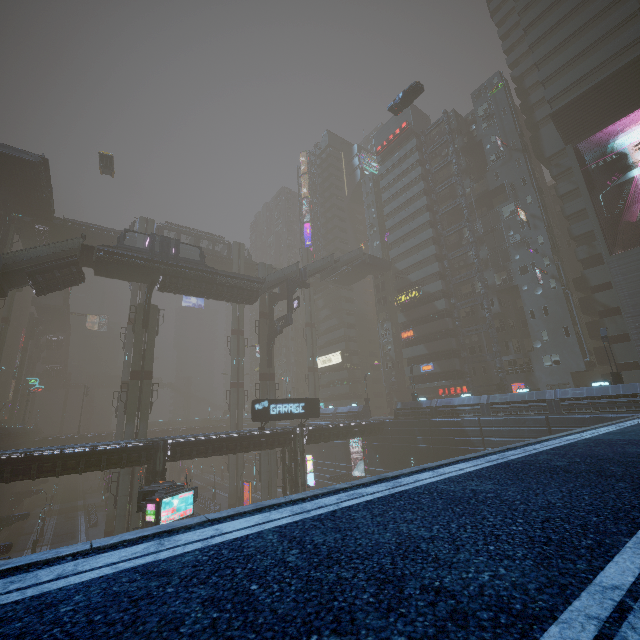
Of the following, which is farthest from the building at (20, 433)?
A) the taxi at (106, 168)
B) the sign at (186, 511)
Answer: the taxi at (106, 168)

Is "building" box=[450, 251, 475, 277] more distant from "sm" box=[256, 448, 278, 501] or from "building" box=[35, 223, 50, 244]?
"building" box=[35, 223, 50, 244]

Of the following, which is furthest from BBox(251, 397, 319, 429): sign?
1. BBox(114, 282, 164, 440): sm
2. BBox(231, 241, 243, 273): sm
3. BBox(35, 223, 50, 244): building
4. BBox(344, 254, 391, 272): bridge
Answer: BBox(35, 223, 50, 244): building

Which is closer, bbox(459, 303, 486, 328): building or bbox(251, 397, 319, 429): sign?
bbox(251, 397, 319, 429): sign

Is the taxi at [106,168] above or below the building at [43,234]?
above

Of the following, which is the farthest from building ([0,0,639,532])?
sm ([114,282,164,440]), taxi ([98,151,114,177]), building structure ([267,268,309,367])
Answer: taxi ([98,151,114,177])

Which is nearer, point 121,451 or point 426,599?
point 426,599

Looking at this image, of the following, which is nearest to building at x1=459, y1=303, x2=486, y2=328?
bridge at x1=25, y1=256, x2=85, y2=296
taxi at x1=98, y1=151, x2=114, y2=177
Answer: taxi at x1=98, y1=151, x2=114, y2=177
